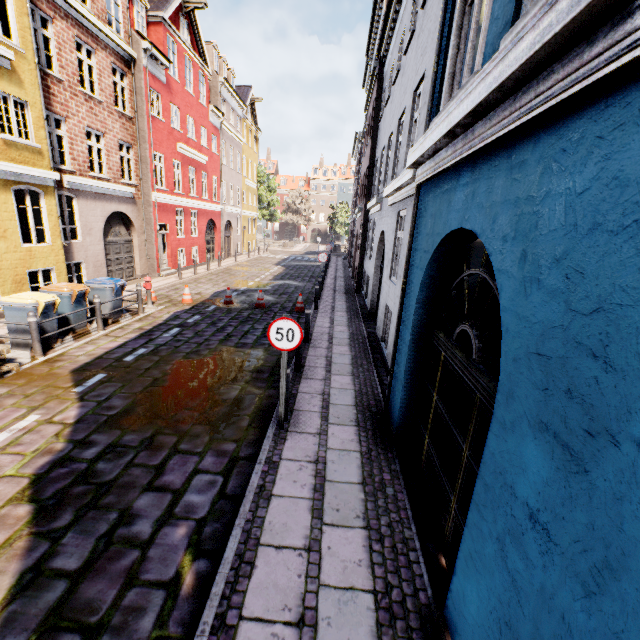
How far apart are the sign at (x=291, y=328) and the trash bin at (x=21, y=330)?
6.29m

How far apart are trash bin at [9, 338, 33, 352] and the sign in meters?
6.3

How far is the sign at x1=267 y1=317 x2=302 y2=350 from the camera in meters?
4.8

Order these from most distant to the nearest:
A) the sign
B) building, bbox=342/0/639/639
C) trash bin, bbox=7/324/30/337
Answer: trash bin, bbox=7/324/30/337, the sign, building, bbox=342/0/639/639

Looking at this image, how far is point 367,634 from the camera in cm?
272

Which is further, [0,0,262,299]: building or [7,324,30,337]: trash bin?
[0,0,262,299]: building

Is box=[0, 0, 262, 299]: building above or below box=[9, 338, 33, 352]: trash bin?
above
